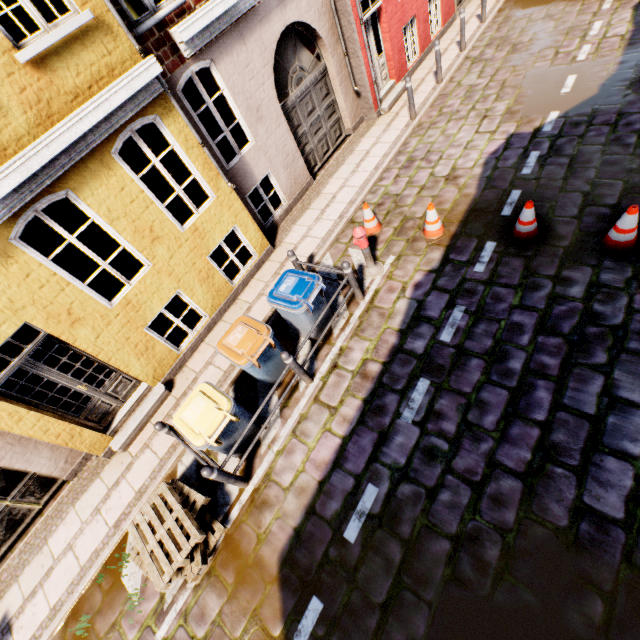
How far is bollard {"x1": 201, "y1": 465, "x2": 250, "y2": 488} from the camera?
4.52m

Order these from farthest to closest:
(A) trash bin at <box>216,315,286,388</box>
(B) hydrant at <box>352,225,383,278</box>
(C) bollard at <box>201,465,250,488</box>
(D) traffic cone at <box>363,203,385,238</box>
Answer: (D) traffic cone at <box>363,203,385,238</box>, (B) hydrant at <box>352,225,383,278</box>, (A) trash bin at <box>216,315,286,388</box>, (C) bollard at <box>201,465,250,488</box>

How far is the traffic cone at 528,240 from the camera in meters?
5.6

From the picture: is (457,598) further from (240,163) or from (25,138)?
(240,163)

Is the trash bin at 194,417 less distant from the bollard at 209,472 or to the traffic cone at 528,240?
the bollard at 209,472

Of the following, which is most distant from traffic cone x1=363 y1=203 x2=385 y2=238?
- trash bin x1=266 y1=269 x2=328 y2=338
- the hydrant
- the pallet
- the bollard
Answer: the pallet

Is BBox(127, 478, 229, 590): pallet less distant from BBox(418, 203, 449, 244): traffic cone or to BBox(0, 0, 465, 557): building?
BBox(0, 0, 465, 557): building

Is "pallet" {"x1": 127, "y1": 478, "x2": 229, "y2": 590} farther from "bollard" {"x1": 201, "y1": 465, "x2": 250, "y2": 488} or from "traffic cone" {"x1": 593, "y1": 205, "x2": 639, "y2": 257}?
"traffic cone" {"x1": 593, "y1": 205, "x2": 639, "y2": 257}
